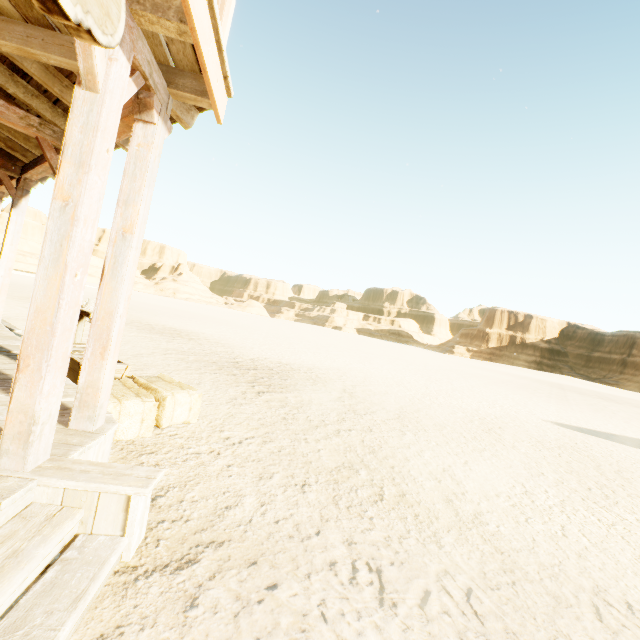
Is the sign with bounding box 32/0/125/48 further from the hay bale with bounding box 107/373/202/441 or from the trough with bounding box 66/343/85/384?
the trough with bounding box 66/343/85/384

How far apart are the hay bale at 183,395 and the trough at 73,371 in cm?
22

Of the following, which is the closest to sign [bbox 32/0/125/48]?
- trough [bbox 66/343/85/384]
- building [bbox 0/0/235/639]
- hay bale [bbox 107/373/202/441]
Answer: building [bbox 0/0/235/639]

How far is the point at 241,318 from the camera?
51.56m

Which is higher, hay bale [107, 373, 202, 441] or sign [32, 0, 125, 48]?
sign [32, 0, 125, 48]

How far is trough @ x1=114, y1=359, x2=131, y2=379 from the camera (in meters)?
4.46
